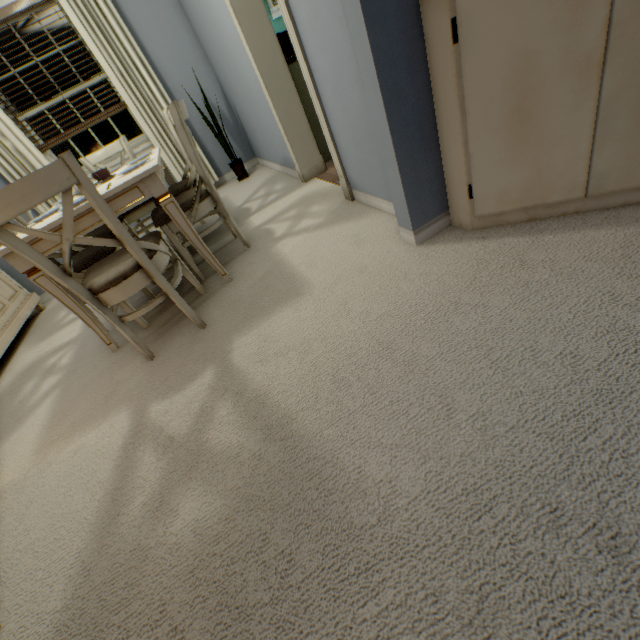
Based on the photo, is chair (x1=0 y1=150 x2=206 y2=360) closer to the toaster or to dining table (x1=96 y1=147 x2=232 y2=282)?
dining table (x1=96 y1=147 x2=232 y2=282)

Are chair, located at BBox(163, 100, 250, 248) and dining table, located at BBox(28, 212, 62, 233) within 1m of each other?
yes

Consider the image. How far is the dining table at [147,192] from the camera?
1.7m

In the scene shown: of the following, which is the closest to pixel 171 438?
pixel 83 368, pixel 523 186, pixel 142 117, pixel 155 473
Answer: pixel 155 473

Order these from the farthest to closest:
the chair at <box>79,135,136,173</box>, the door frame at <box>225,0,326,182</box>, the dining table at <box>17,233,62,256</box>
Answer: the chair at <box>79,135,136,173</box>, the door frame at <box>225,0,326,182</box>, the dining table at <box>17,233,62,256</box>

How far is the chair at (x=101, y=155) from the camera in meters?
3.0

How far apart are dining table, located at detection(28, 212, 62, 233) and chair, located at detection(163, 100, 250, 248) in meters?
0.2

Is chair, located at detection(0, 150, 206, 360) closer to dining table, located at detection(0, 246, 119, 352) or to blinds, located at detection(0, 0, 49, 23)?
dining table, located at detection(0, 246, 119, 352)
